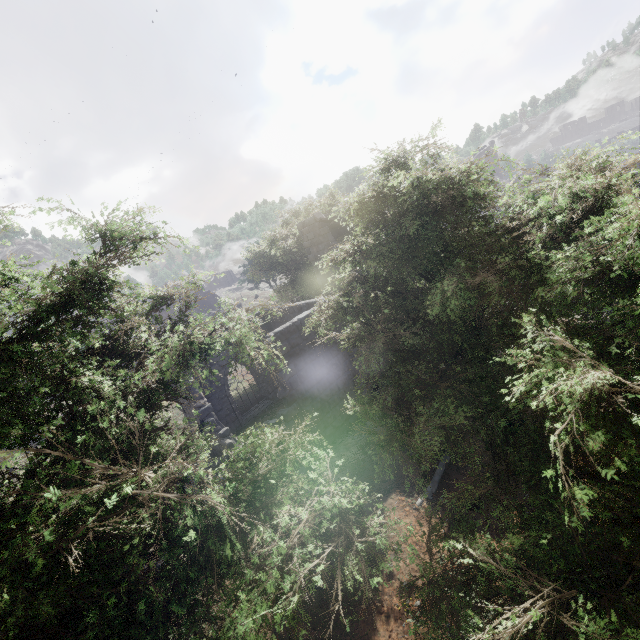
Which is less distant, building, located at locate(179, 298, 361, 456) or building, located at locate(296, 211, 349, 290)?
building, located at locate(179, 298, 361, 456)

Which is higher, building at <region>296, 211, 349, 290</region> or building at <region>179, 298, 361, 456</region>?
building at <region>296, 211, 349, 290</region>

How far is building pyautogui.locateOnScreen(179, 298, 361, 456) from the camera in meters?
10.9

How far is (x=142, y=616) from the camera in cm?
244

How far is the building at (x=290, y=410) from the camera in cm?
1095
